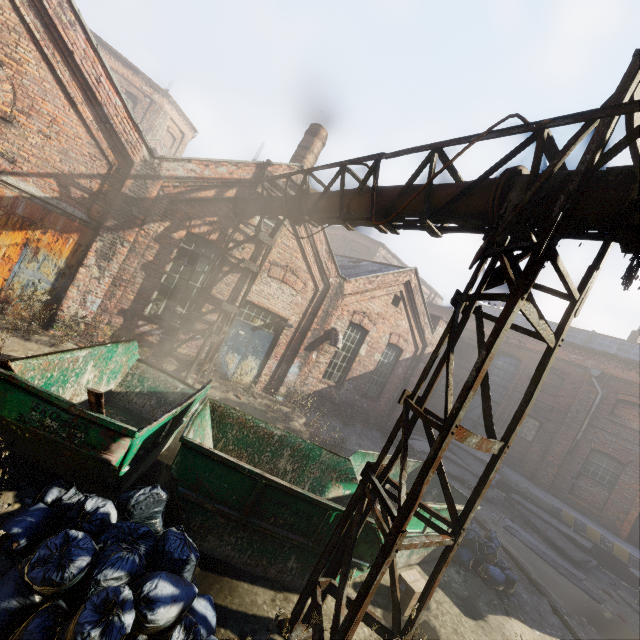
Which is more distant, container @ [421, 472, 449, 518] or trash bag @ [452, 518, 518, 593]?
trash bag @ [452, 518, 518, 593]

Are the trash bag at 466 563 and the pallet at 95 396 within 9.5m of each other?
yes

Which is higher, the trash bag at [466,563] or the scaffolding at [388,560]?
the scaffolding at [388,560]

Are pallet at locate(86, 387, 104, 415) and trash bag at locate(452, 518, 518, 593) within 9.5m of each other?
yes

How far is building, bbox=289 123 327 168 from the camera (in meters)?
12.62

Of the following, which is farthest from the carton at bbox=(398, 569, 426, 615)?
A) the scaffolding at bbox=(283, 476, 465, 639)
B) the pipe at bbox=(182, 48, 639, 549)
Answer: the pipe at bbox=(182, 48, 639, 549)

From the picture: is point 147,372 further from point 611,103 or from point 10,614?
point 611,103

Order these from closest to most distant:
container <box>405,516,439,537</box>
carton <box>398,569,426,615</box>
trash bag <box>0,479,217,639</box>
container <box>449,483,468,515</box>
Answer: trash bag <box>0,479,217,639</box> → carton <box>398,569,426,615</box> → container <box>405,516,439,537</box> → container <box>449,483,468,515</box>
